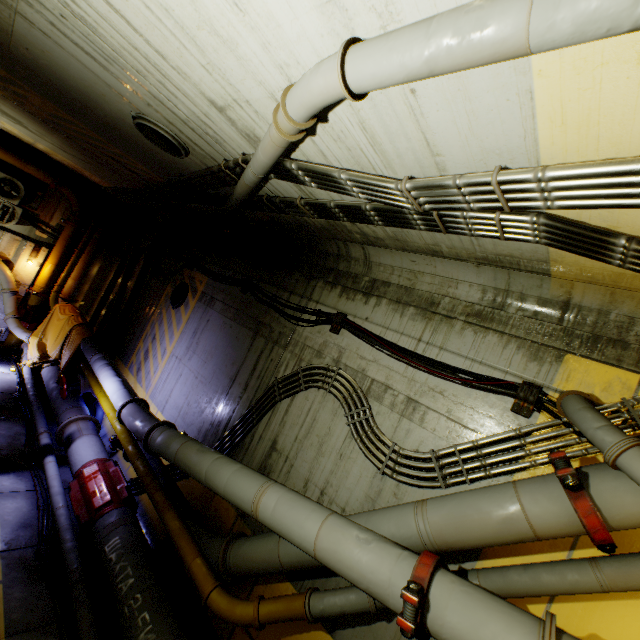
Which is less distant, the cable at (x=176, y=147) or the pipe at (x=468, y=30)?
the pipe at (x=468, y=30)

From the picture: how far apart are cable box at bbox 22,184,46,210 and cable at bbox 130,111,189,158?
10.0 meters

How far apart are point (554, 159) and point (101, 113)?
6.4 meters

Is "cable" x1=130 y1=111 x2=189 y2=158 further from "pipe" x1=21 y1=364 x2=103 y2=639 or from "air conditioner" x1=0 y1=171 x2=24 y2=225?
"air conditioner" x1=0 y1=171 x2=24 y2=225

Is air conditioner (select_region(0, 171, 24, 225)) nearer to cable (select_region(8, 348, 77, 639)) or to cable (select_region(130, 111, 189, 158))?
cable (select_region(8, 348, 77, 639))

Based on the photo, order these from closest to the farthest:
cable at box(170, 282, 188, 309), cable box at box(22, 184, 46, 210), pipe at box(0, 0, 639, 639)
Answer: pipe at box(0, 0, 639, 639) → cable at box(170, 282, 188, 309) → cable box at box(22, 184, 46, 210)

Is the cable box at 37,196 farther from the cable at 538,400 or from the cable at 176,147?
the cable at 176,147

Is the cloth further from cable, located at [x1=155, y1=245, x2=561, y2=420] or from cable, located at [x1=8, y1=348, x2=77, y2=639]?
cable, located at [x1=155, y1=245, x2=561, y2=420]
